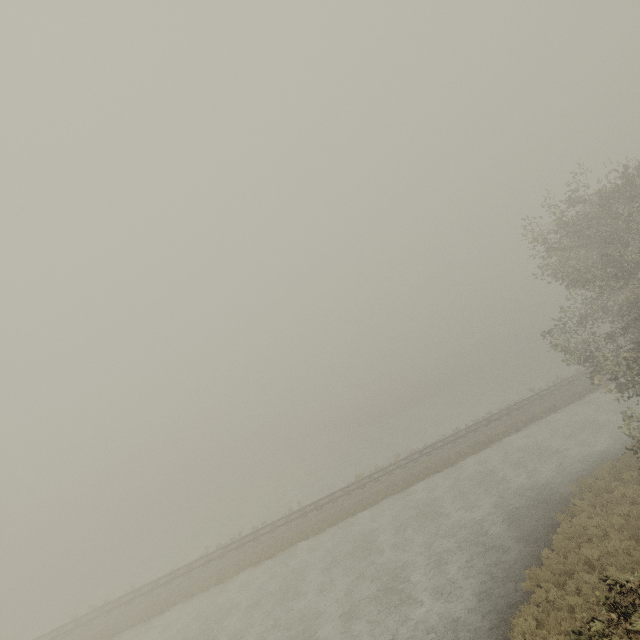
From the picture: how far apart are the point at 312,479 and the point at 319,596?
24.0m
